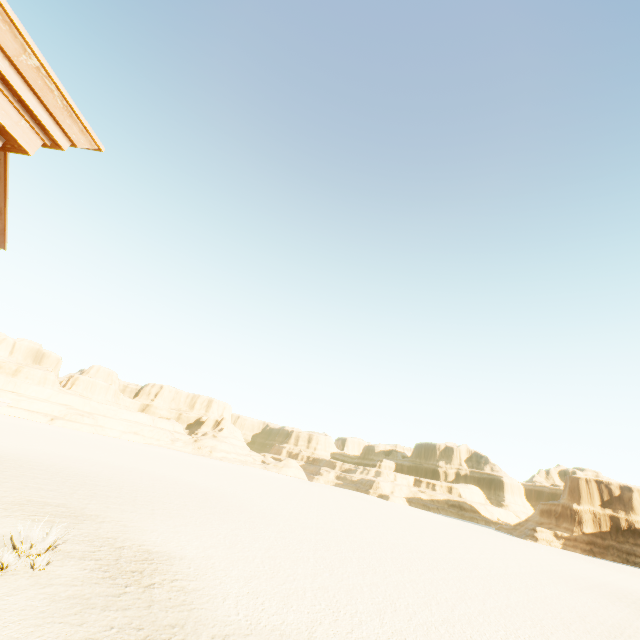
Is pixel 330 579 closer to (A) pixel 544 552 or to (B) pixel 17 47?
(B) pixel 17 47
